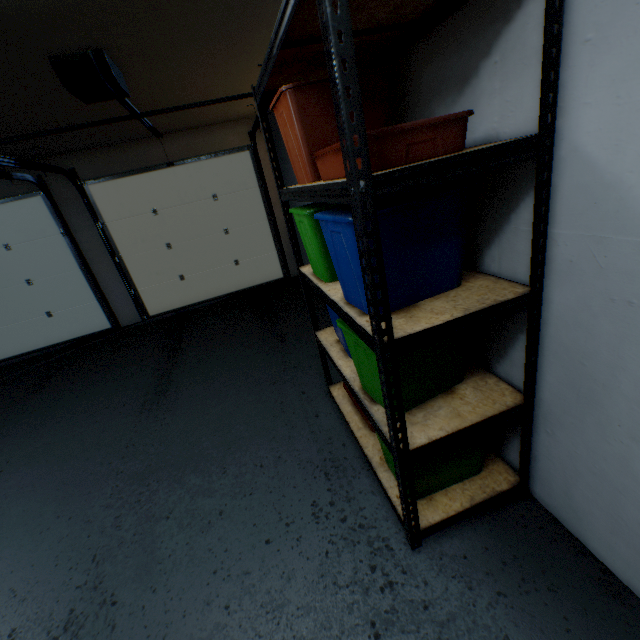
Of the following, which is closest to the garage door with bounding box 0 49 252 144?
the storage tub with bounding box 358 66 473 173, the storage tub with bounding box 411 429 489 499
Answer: the storage tub with bounding box 358 66 473 173

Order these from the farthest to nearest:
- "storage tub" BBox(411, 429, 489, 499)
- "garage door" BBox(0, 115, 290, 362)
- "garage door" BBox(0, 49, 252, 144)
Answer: "garage door" BBox(0, 115, 290, 362)
"garage door" BBox(0, 49, 252, 144)
"storage tub" BBox(411, 429, 489, 499)

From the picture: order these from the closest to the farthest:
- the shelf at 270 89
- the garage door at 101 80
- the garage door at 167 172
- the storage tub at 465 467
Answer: the shelf at 270 89
the storage tub at 465 467
the garage door at 101 80
the garage door at 167 172

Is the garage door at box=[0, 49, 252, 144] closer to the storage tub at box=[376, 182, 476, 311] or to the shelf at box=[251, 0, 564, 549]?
the shelf at box=[251, 0, 564, 549]

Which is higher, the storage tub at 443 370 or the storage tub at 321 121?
the storage tub at 321 121

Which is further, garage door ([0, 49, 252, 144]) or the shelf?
garage door ([0, 49, 252, 144])

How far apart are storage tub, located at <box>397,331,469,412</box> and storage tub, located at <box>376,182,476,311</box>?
0.1m

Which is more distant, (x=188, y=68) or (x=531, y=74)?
(x=188, y=68)
